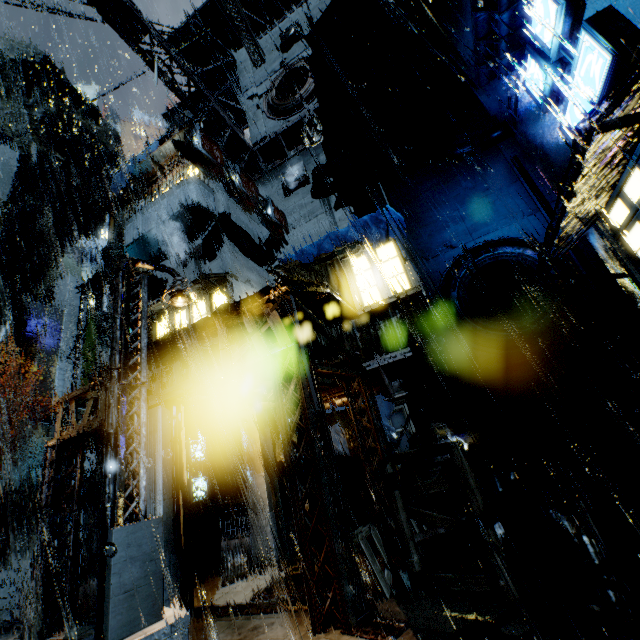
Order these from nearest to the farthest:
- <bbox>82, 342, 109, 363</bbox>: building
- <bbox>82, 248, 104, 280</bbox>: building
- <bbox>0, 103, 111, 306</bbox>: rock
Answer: <bbox>82, 342, 109, 363</bbox>: building, <bbox>0, 103, 111, 306</bbox>: rock, <bbox>82, 248, 104, 280</bbox>: building

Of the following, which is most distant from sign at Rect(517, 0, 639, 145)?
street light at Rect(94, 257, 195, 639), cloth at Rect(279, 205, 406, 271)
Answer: street light at Rect(94, 257, 195, 639)

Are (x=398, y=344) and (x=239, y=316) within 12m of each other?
yes

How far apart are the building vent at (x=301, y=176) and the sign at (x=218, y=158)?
3.54m

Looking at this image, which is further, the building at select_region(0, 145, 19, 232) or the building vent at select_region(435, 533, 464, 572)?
the building at select_region(0, 145, 19, 232)

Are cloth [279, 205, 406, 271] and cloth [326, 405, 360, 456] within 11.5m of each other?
yes

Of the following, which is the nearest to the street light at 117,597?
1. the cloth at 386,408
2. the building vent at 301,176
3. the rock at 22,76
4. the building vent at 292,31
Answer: the cloth at 386,408

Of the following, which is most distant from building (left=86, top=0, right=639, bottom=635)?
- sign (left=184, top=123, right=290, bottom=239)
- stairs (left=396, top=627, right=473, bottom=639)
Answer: sign (left=184, top=123, right=290, bottom=239)
